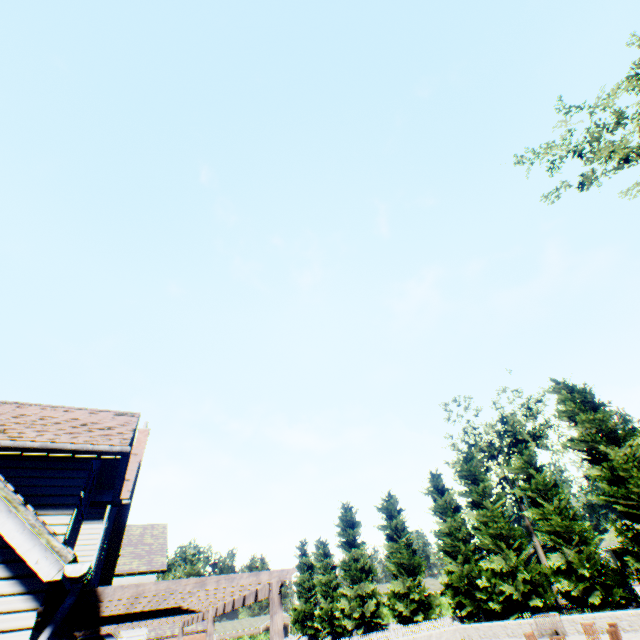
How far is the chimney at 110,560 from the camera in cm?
1460

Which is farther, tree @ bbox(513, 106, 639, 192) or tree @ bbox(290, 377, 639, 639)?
tree @ bbox(290, 377, 639, 639)

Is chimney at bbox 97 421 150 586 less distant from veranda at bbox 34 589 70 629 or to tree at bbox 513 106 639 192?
veranda at bbox 34 589 70 629

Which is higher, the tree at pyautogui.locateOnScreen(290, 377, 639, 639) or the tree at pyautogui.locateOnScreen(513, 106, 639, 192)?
the tree at pyautogui.locateOnScreen(513, 106, 639, 192)

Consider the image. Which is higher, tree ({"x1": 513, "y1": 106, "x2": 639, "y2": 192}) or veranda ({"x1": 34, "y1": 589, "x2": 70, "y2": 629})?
tree ({"x1": 513, "y1": 106, "x2": 639, "y2": 192})

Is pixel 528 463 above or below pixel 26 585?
above

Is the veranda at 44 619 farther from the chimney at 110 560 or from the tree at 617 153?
the tree at 617 153
